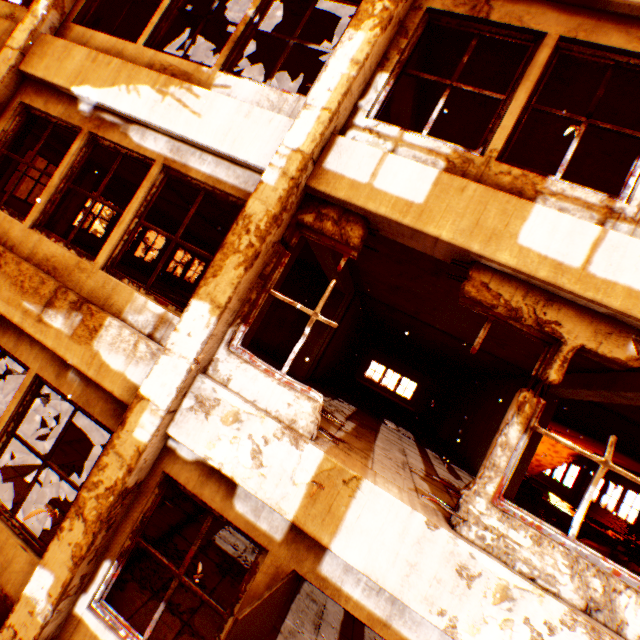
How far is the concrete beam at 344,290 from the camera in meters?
4.1 m

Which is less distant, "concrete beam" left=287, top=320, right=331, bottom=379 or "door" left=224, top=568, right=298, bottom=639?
"door" left=224, top=568, right=298, bottom=639

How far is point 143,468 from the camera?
3.3m

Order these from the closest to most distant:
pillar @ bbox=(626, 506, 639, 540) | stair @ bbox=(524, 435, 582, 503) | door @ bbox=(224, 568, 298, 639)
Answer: door @ bbox=(224, 568, 298, 639) → pillar @ bbox=(626, 506, 639, 540) → stair @ bbox=(524, 435, 582, 503)

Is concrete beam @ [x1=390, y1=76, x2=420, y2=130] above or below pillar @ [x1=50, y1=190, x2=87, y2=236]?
above

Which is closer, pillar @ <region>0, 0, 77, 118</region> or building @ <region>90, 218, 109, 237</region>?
pillar @ <region>0, 0, 77, 118</region>

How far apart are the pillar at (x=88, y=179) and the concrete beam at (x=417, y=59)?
10.0m

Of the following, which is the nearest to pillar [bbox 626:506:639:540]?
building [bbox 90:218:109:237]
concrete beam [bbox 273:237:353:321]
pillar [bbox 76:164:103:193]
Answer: concrete beam [bbox 273:237:353:321]
